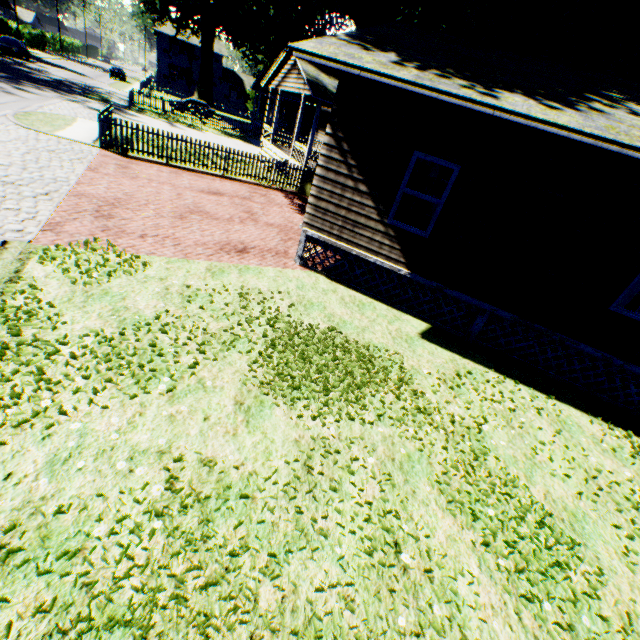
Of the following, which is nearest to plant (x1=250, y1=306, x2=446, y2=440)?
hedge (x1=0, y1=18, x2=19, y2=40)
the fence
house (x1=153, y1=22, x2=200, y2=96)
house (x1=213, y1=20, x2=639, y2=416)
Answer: the fence

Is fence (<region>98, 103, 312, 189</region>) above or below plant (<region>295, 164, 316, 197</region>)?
above

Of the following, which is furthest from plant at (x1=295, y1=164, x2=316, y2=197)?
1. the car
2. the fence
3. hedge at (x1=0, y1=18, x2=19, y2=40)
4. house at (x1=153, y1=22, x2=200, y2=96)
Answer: the car

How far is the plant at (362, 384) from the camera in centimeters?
489cm

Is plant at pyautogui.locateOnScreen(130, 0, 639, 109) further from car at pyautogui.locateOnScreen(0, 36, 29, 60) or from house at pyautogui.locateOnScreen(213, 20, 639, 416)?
car at pyautogui.locateOnScreen(0, 36, 29, 60)

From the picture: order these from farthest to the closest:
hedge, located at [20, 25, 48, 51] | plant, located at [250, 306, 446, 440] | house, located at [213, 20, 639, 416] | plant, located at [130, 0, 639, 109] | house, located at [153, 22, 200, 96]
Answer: house, located at [153, 22, 200, 96] < hedge, located at [20, 25, 48, 51] < plant, located at [130, 0, 639, 109] < house, located at [213, 20, 639, 416] < plant, located at [250, 306, 446, 440]

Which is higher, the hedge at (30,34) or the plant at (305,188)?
the hedge at (30,34)

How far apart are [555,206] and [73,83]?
41.3m
